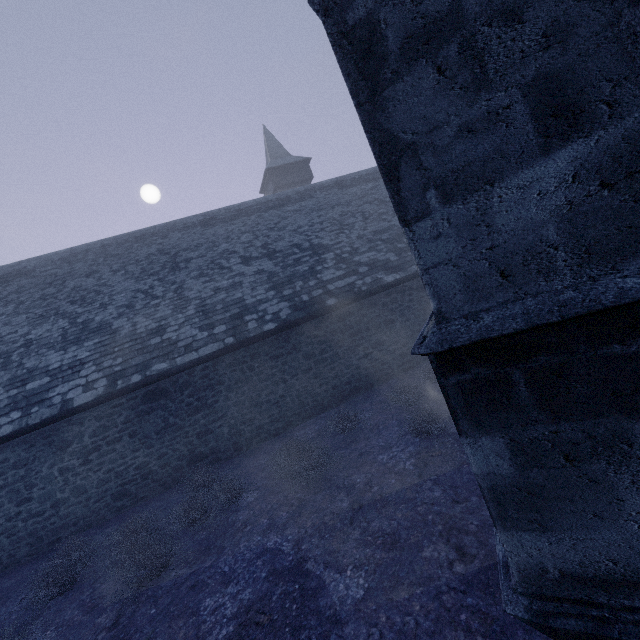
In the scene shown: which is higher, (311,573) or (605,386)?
(605,386)
